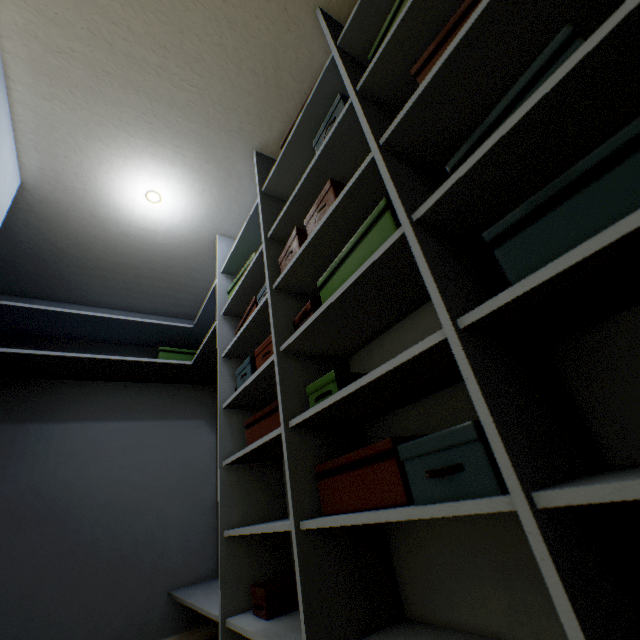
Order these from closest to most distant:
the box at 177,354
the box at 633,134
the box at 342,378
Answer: the box at 633,134 < the box at 342,378 < the box at 177,354

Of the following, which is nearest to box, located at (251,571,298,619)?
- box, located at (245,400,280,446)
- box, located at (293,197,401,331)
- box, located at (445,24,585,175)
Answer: box, located at (245,400,280,446)

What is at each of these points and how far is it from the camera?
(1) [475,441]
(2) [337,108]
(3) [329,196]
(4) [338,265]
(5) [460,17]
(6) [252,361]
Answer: (1) box, 0.6m
(2) box, 1.2m
(3) box, 1.1m
(4) box, 1.1m
(5) box, 0.8m
(6) box, 1.6m

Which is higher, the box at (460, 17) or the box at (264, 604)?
the box at (460, 17)

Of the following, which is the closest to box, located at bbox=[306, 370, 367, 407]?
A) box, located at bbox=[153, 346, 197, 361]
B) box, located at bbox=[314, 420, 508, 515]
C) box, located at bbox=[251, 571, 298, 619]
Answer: box, located at bbox=[314, 420, 508, 515]

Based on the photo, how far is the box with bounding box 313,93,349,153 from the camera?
1.16m

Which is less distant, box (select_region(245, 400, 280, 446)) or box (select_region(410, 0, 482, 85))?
box (select_region(410, 0, 482, 85))

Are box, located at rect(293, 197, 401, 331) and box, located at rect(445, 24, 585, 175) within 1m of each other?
yes
